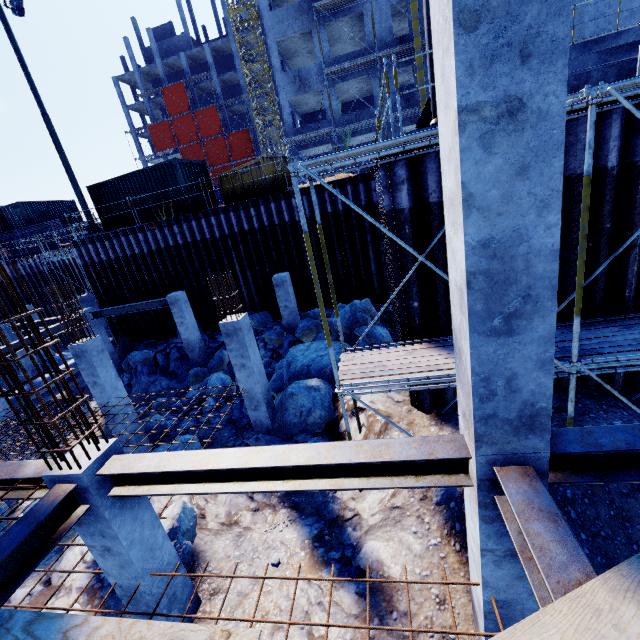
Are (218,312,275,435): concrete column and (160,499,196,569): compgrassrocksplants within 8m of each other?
yes

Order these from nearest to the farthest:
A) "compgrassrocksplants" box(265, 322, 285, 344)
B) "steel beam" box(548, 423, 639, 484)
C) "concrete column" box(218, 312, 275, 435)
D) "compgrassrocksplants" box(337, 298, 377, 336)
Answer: "steel beam" box(548, 423, 639, 484)
"concrete column" box(218, 312, 275, 435)
"compgrassrocksplants" box(337, 298, 377, 336)
"compgrassrocksplants" box(265, 322, 285, 344)

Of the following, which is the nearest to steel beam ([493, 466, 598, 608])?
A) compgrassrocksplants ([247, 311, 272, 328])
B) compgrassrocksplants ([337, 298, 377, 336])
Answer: compgrassrocksplants ([337, 298, 377, 336])

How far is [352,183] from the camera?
13.7m

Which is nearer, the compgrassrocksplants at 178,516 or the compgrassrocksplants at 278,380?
the compgrassrocksplants at 178,516

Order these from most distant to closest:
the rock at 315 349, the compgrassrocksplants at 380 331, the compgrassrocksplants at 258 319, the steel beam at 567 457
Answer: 1. the compgrassrocksplants at 258 319
2. the compgrassrocksplants at 380 331
3. the rock at 315 349
4. the steel beam at 567 457

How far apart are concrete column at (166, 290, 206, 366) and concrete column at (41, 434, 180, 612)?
10.3m

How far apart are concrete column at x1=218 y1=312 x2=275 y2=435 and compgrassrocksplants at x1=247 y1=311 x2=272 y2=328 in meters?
5.9 m
